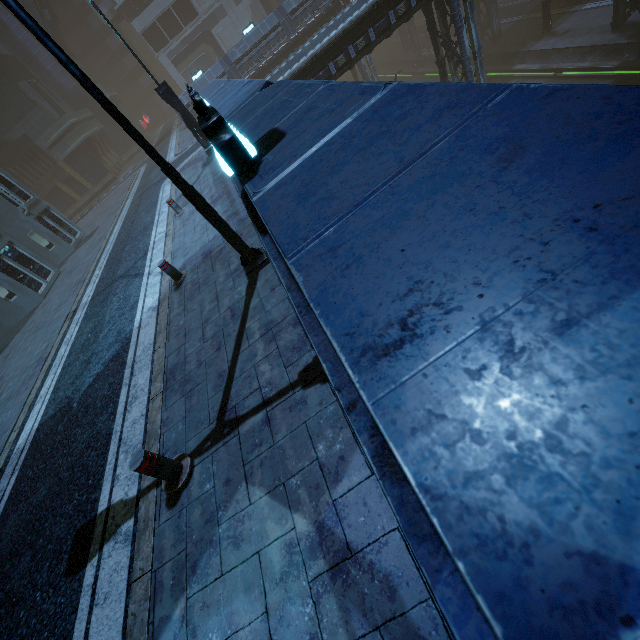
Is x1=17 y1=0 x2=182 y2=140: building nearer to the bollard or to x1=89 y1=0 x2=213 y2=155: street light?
x1=89 y1=0 x2=213 y2=155: street light

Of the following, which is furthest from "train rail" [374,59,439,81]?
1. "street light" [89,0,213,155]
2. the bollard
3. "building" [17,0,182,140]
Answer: the bollard

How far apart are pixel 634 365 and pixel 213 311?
5.9m

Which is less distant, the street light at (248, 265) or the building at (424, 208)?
the building at (424, 208)

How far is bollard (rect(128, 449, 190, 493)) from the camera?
3.5 meters

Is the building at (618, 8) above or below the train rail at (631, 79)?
above

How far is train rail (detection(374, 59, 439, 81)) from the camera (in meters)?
39.84

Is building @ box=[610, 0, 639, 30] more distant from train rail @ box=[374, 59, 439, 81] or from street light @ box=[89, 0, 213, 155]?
street light @ box=[89, 0, 213, 155]
